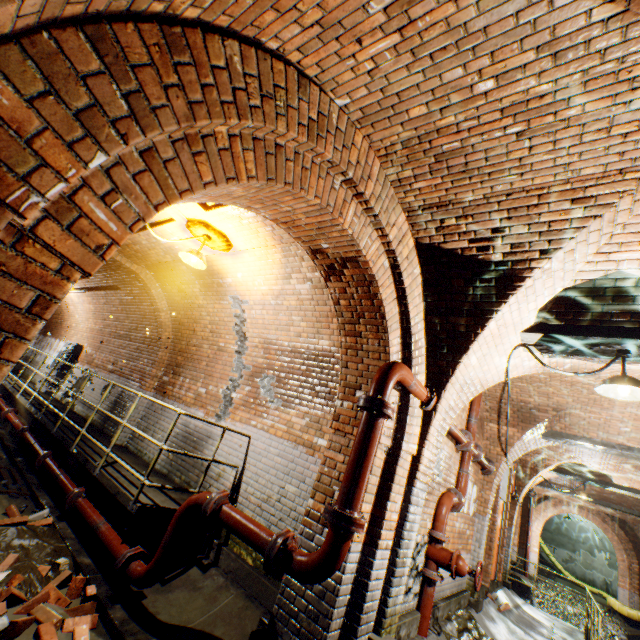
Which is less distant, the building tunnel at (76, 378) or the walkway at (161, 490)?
the building tunnel at (76, 378)

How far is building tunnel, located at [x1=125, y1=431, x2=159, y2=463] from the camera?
6.7m

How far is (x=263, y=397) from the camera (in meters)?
5.75

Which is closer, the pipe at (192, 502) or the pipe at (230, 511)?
the pipe at (230, 511)

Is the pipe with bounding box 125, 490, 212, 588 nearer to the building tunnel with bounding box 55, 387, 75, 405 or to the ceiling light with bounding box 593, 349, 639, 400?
the building tunnel with bounding box 55, 387, 75, 405

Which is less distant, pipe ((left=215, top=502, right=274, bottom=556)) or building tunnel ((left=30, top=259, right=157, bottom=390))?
pipe ((left=215, top=502, right=274, bottom=556))

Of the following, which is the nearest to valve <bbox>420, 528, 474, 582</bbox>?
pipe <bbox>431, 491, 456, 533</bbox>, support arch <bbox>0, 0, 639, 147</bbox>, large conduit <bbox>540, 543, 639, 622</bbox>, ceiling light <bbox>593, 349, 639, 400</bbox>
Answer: pipe <bbox>431, 491, 456, 533</bbox>

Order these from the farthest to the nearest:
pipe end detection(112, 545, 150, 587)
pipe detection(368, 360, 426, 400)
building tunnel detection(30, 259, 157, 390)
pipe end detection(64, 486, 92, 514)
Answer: building tunnel detection(30, 259, 157, 390), pipe end detection(64, 486, 92, 514), pipe end detection(112, 545, 150, 587), pipe detection(368, 360, 426, 400)
